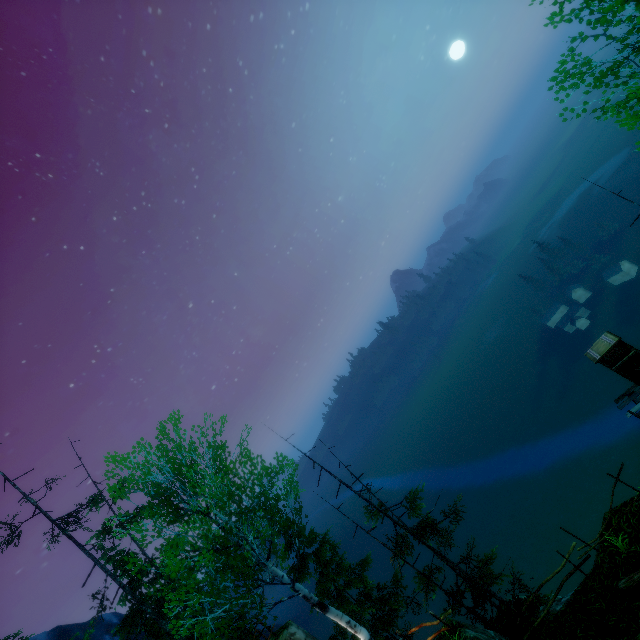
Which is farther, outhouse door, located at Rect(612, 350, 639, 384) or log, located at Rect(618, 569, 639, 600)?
outhouse door, located at Rect(612, 350, 639, 384)

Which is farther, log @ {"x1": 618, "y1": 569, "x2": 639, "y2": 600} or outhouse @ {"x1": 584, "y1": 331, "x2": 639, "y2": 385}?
outhouse @ {"x1": 584, "y1": 331, "x2": 639, "y2": 385}

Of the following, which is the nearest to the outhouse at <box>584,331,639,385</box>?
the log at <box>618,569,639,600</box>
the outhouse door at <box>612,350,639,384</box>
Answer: the outhouse door at <box>612,350,639,384</box>

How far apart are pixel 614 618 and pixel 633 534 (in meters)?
2.24

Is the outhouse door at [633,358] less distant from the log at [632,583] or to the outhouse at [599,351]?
the outhouse at [599,351]

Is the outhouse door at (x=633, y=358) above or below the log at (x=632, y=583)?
above

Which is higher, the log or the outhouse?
the outhouse
